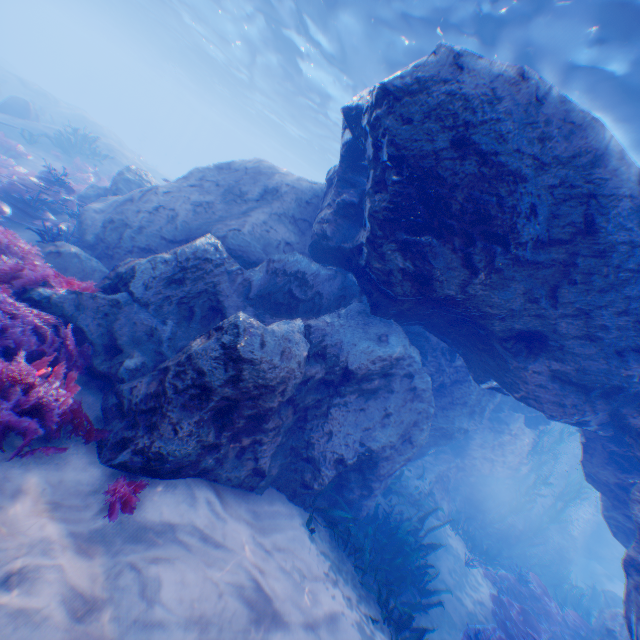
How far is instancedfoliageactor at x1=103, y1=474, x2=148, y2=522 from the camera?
3.31m

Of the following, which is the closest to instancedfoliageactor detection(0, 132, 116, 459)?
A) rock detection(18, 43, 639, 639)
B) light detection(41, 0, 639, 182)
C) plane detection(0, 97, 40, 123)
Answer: rock detection(18, 43, 639, 639)

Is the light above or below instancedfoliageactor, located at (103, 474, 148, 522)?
above

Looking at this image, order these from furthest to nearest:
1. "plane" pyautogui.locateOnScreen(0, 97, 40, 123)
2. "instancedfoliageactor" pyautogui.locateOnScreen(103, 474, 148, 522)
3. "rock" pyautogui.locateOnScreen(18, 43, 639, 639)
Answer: "plane" pyautogui.locateOnScreen(0, 97, 40, 123) < "rock" pyautogui.locateOnScreen(18, 43, 639, 639) < "instancedfoliageactor" pyautogui.locateOnScreen(103, 474, 148, 522)

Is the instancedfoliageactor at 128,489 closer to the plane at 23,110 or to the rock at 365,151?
the rock at 365,151

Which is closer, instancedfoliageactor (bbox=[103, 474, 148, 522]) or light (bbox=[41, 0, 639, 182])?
instancedfoliageactor (bbox=[103, 474, 148, 522])

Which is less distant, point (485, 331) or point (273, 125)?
point (485, 331)

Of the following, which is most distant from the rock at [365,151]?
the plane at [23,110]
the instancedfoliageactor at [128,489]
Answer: the instancedfoliageactor at [128,489]
